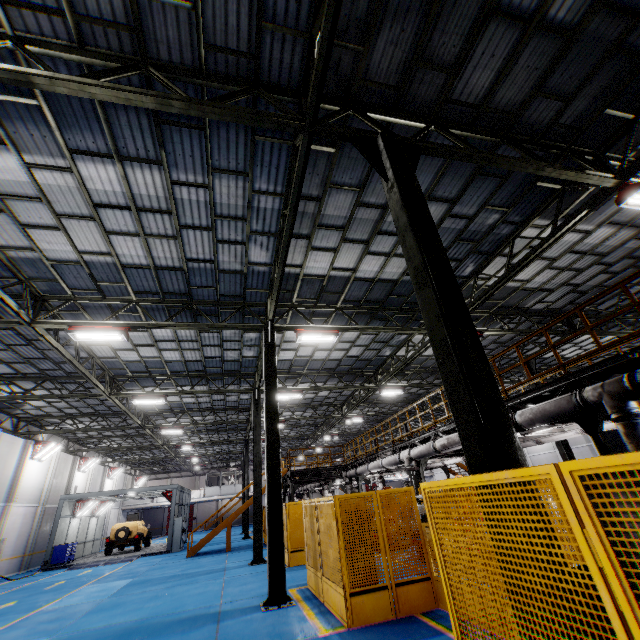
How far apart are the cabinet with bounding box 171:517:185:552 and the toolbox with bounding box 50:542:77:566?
6.7m

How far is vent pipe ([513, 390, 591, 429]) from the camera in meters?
7.0 m

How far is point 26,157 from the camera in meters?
6.8

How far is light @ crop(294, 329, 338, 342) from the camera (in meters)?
12.16

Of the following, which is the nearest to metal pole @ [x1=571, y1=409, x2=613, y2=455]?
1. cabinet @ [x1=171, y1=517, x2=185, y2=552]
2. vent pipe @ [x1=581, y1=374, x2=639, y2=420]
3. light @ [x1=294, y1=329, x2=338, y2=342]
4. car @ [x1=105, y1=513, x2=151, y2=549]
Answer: vent pipe @ [x1=581, y1=374, x2=639, y2=420]

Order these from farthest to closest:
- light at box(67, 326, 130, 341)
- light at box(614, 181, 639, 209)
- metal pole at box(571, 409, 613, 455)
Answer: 1. light at box(67, 326, 130, 341)
2. light at box(614, 181, 639, 209)
3. metal pole at box(571, 409, 613, 455)

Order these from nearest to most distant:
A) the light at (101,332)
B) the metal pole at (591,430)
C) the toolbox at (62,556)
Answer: the metal pole at (591,430), the light at (101,332), the toolbox at (62,556)

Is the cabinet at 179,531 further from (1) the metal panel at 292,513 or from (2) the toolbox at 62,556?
(2) the toolbox at 62,556
